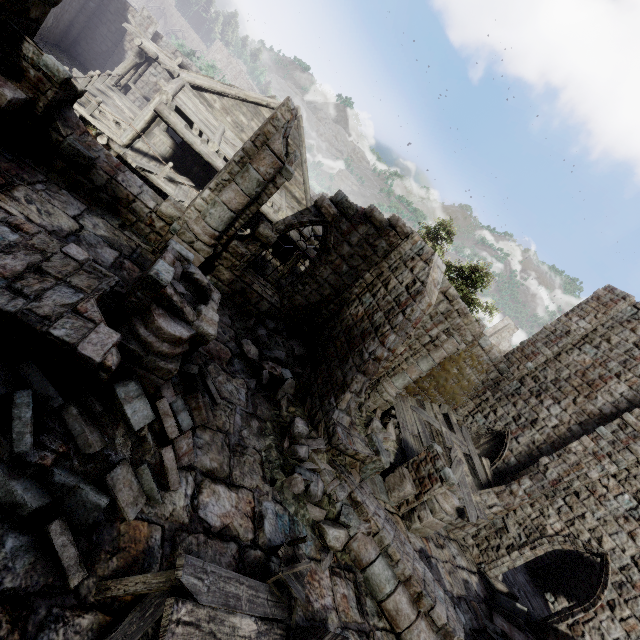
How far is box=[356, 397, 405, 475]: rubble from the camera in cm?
1188

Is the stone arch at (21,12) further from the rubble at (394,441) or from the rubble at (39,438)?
the rubble at (394,441)

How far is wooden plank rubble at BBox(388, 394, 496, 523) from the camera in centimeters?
1255cm

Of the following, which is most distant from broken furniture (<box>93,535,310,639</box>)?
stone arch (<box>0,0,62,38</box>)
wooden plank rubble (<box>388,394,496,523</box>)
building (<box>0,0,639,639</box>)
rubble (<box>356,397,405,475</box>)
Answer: stone arch (<box>0,0,62,38</box>)

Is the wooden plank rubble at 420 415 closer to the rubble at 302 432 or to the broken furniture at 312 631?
the rubble at 302 432

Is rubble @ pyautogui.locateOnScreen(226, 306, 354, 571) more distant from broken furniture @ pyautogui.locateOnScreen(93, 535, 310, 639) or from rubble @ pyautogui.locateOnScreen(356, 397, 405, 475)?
rubble @ pyautogui.locateOnScreen(356, 397, 405, 475)

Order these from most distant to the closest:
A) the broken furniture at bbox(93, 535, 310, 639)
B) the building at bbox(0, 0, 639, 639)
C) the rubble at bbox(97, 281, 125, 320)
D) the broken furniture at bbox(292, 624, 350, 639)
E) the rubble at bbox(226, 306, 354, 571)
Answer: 1. the rubble at bbox(226, 306, 354, 571)
2. the rubble at bbox(97, 281, 125, 320)
3. the broken furniture at bbox(292, 624, 350, 639)
4. the building at bbox(0, 0, 639, 639)
5. the broken furniture at bbox(93, 535, 310, 639)

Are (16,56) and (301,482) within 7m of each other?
no
